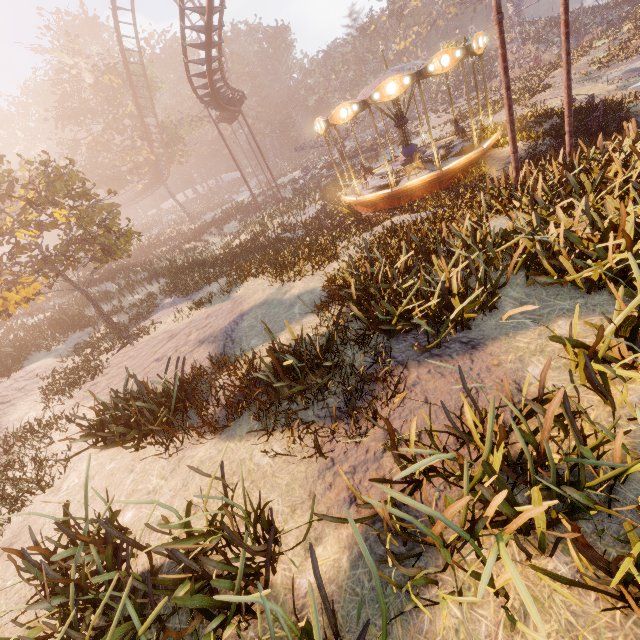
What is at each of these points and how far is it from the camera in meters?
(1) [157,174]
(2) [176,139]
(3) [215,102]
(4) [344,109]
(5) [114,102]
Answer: (1) roller coaster, 39.6 m
(2) tree, 38.6 m
(3) roller coaster, 21.7 m
(4) carousel, 12.9 m
(5) tree, 33.7 m

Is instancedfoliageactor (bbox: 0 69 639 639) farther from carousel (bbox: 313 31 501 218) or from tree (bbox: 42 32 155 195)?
tree (bbox: 42 32 155 195)

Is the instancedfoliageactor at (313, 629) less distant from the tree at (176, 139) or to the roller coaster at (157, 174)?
the roller coaster at (157, 174)

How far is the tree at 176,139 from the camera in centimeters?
3600cm

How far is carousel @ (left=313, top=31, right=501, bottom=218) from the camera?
11.7m

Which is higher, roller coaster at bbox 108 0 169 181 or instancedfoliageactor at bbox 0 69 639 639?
roller coaster at bbox 108 0 169 181

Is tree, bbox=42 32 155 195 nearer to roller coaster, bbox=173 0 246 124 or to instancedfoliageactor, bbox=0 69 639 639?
roller coaster, bbox=173 0 246 124

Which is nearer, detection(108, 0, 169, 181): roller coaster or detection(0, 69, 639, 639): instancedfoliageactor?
detection(0, 69, 639, 639): instancedfoliageactor
